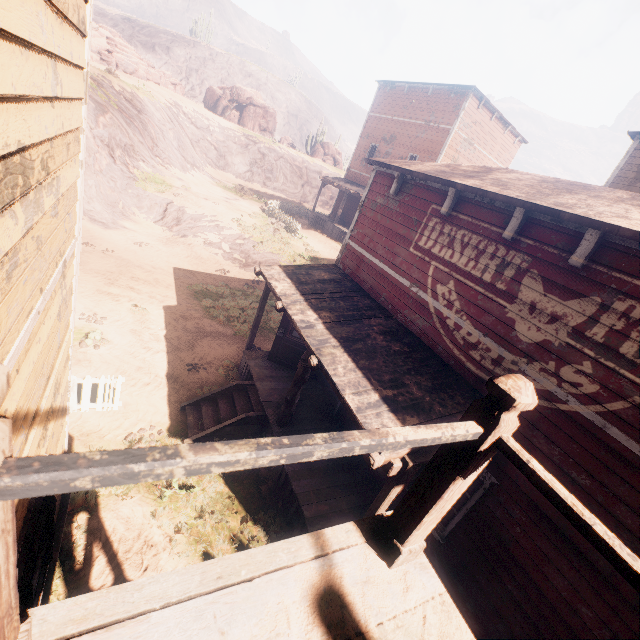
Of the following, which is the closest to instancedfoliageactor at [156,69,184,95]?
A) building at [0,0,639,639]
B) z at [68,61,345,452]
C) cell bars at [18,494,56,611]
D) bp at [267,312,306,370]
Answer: z at [68,61,345,452]

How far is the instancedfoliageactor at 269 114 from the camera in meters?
46.0 m

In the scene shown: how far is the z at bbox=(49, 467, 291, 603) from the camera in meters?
5.0 m

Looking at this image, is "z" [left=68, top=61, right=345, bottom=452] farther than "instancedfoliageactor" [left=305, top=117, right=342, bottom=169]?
No

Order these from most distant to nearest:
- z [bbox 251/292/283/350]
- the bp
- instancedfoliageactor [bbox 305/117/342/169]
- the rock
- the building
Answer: instancedfoliageactor [bbox 305/117/342/169], the rock, z [bbox 251/292/283/350], the bp, the building

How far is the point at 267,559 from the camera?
1.48m

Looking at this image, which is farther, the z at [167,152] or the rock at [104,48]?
the rock at [104,48]

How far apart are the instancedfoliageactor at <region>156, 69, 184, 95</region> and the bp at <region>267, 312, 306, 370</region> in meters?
47.7
